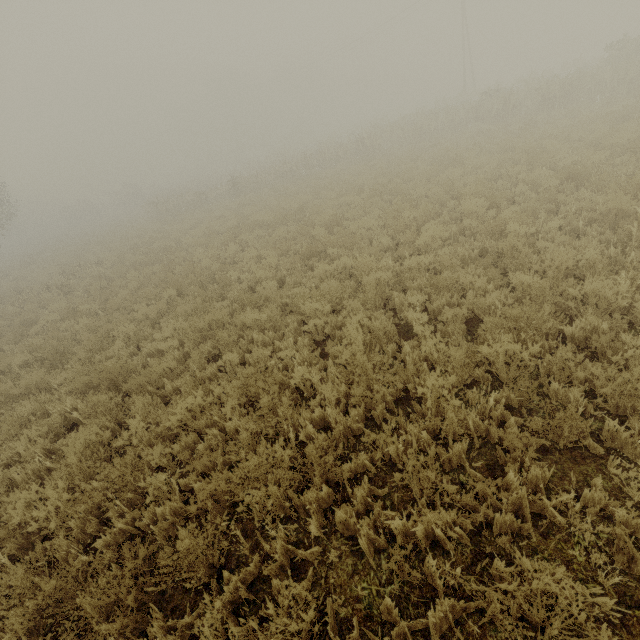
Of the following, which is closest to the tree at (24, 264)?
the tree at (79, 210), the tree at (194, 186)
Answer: the tree at (194, 186)

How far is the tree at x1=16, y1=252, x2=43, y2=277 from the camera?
21.2 meters

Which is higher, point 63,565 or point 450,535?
point 63,565

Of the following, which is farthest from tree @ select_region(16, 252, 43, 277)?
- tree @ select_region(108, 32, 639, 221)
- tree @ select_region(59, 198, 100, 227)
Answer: tree @ select_region(59, 198, 100, 227)

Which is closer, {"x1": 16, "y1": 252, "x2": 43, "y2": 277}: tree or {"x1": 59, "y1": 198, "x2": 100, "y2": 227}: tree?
→ {"x1": 16, "y1": 252, "x2": 43, "y2": 277}: tree

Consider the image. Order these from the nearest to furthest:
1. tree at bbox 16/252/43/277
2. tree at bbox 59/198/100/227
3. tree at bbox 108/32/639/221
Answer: tree at bbox 108/32/639/221, tree at bbox 16/252/43/277, tree at bbox 59/198/100/227

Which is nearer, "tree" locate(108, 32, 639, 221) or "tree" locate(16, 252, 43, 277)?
"tree" locate(108, 32, 639, 221)
